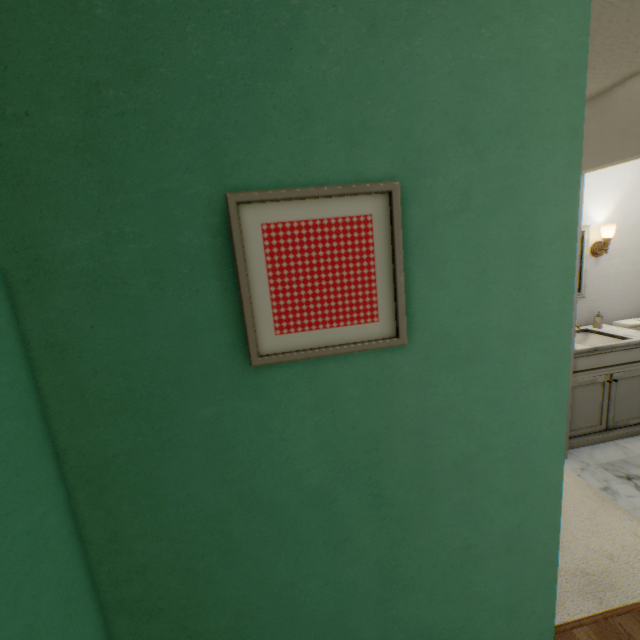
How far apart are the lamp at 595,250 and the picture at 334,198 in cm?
317

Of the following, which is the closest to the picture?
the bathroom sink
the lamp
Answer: the bathroom sink

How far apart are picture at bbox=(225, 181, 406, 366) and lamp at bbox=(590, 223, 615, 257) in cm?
317

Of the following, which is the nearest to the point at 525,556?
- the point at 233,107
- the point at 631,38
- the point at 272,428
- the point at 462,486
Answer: the point at 462,486

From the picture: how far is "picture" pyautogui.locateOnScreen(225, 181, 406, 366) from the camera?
0.6 meters

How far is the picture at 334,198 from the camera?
0.64m

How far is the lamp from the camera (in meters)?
2.76

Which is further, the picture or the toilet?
the toilet
